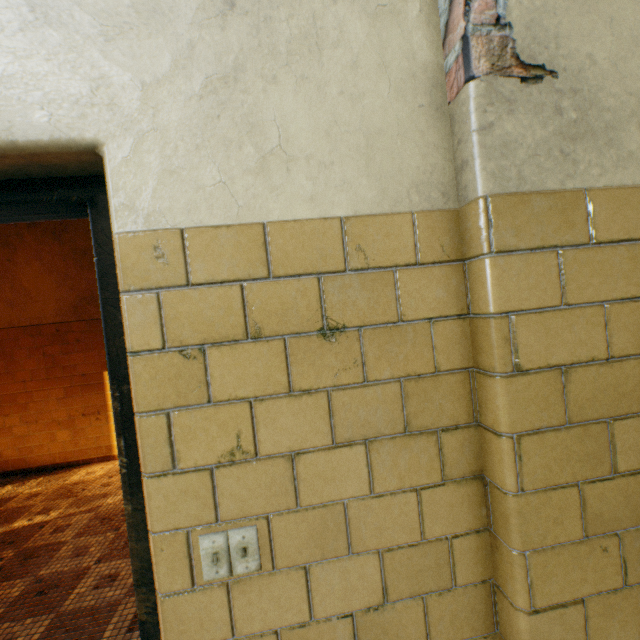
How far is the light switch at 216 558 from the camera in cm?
78

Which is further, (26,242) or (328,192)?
(26,242)

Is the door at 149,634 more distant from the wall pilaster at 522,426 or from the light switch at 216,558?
the wall pilaster at 522,426

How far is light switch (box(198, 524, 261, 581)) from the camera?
0.8m

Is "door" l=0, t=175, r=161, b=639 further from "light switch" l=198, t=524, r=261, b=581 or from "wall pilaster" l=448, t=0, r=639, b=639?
"wall pilaster" l=448, t=0, r=639, b=639

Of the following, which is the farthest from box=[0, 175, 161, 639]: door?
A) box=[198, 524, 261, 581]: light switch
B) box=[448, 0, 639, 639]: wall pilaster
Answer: → box=[448, 0, 639, 639]: wall pilaster
